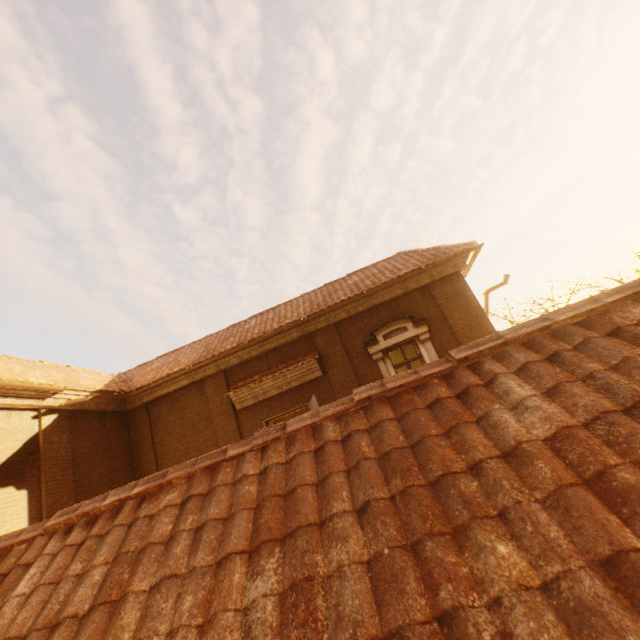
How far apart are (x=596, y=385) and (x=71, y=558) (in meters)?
4.06

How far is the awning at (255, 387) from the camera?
9.8 meters

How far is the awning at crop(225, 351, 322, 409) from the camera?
9.8m
